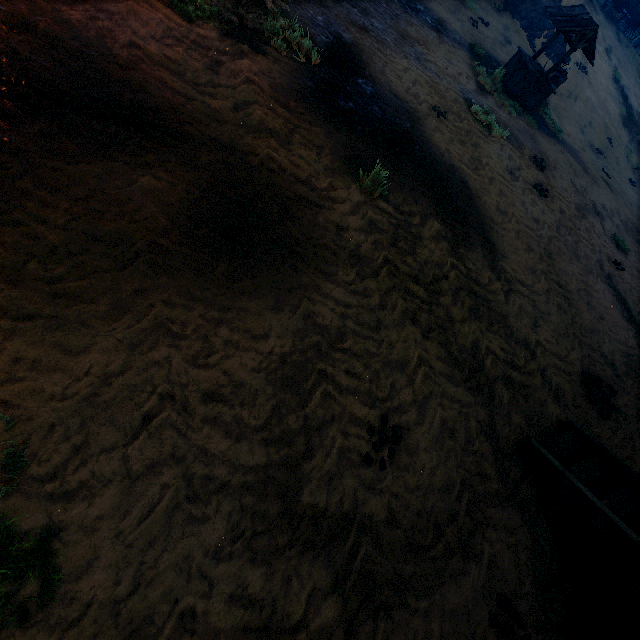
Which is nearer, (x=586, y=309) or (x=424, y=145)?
(x=424, y=145)

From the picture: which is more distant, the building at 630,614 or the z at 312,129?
the building at 630,614

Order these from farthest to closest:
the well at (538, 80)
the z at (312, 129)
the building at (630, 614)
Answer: the well at (538, 80)
the building at (630, 614)
the z at (312, 129)

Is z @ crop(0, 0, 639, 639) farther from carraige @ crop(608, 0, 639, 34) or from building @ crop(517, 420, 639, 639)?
carraige @ crop(608, 0, 639, 34)

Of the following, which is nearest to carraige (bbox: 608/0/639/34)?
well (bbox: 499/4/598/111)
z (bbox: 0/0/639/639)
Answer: z (bbox: 0/0/639/639)

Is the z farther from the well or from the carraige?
the carraige

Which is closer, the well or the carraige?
the well
